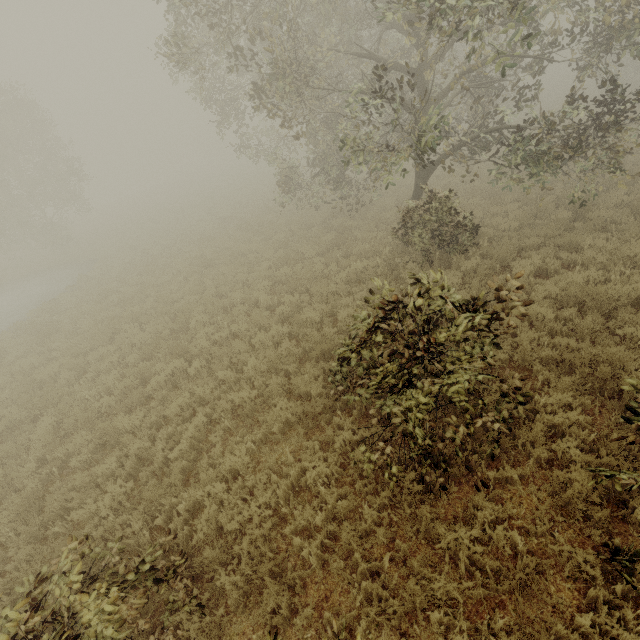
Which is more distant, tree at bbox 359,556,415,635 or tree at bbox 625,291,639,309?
tree at bbox 625,291,639,309

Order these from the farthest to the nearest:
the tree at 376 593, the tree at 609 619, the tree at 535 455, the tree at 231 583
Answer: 1. the tree at 535 455
2. the tree at 231 583
3. the tree at 376 593
4. the tree at 609 619

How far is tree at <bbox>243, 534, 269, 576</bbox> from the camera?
4.33m

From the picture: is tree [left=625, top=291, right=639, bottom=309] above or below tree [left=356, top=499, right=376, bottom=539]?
below

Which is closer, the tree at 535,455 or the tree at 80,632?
the tree at 80,632

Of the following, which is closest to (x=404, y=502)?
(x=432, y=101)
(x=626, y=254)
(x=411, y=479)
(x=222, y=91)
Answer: (x=411, y=479)
